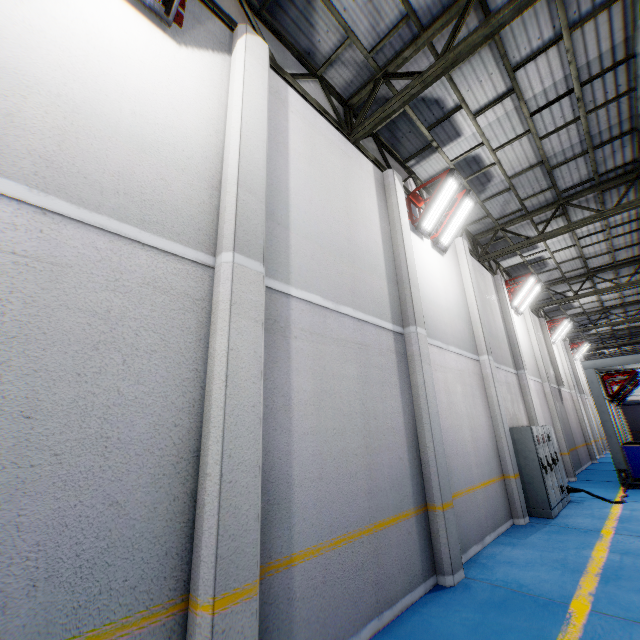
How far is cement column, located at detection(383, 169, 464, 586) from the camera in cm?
504

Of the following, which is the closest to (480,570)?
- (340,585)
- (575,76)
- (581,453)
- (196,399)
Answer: (340,585)

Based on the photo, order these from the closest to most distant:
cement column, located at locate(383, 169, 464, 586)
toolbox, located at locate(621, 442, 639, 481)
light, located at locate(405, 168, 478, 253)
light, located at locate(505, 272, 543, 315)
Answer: cement column, located at locate(383, 169, 464, 586) → light, located at locate(405, 168, 478, 253) → toolbox, located at locate(621, 442, 639, 481) → light, located at locate(505, 272, 543, 315)

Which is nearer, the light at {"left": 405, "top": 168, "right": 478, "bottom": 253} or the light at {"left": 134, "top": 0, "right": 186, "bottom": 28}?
the light at {"left": 134, "top": 0, "right": 186, "bottom": 28}

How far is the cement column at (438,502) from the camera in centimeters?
504cm

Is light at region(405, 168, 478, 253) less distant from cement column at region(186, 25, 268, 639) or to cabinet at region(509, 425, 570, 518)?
cement column at region(186, 25, 268, 639)

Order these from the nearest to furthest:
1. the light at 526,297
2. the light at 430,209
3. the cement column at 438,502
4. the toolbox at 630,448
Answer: the cement column at 438,502
the light at 430,209
the toolbox at 630,448
the light at 526,297

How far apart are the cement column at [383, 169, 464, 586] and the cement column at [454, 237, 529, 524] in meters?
3.4
